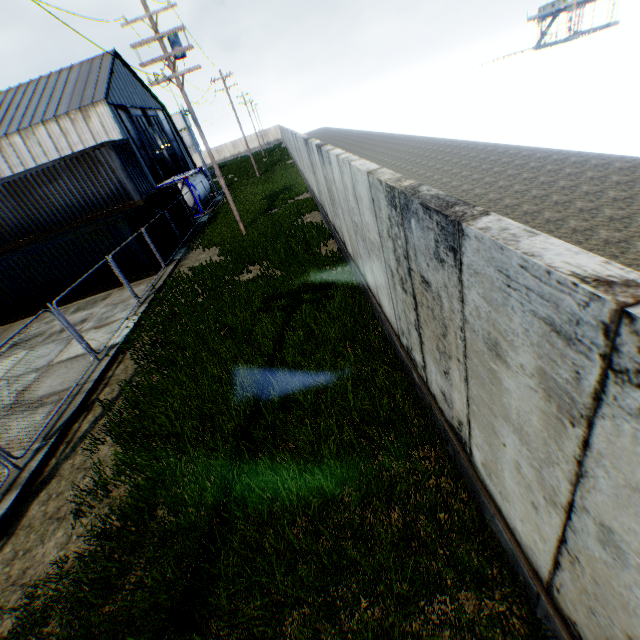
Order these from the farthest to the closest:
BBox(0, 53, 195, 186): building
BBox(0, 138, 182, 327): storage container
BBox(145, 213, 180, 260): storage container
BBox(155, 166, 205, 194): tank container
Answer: BBox(0, 53, 195, 186): building, BBox(155, 166, 205, 194): tank container, BBox(145, 213, 180, 260): storage container, BBox(0, 138, 182, 327): storage container

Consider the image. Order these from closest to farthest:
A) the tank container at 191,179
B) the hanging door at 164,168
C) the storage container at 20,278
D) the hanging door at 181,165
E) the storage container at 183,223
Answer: the storage container at 20,278 < the storage container at 183,223 < the tank container at 191,179 < the hanging door at 164,168 < the hanging door at 181,165

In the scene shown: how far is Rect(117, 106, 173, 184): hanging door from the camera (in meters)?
39.69

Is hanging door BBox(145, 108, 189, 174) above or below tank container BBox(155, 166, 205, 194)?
above

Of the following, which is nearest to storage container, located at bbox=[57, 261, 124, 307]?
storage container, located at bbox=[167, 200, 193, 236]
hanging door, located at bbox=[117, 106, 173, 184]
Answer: storage container, located at bbox=[167, 200, 193, 236]

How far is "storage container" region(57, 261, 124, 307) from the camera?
15.8m

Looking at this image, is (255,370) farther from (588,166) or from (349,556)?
(588,166)

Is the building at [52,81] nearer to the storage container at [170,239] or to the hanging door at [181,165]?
the hanging door at [181,165]
